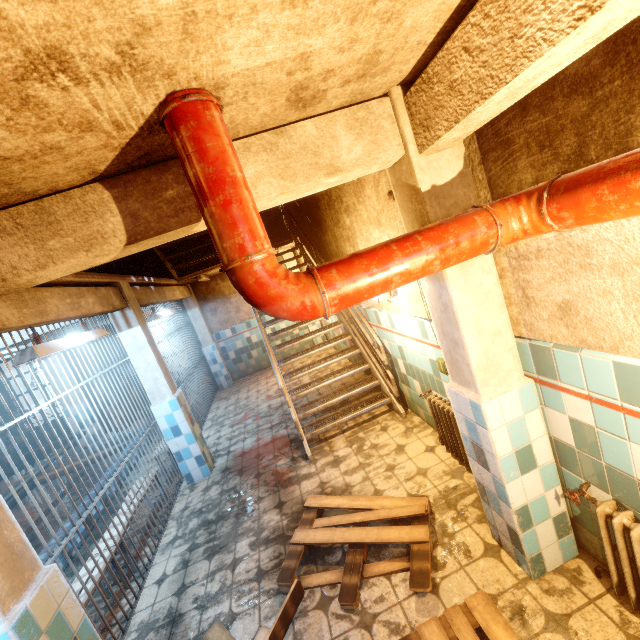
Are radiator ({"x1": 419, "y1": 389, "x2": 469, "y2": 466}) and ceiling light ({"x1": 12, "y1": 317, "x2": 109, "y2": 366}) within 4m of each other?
yes

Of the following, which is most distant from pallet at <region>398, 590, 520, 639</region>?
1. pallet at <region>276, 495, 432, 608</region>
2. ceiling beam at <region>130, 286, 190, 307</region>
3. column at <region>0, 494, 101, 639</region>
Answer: ceiling beam at <region>130, 286, 190, 307</region>

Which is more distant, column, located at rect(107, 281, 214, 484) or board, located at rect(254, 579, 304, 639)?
column, located at rect(107, 281, 214, 484)

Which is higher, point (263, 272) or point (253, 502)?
point (263, 272)

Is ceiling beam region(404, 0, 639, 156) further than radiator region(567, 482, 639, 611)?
No

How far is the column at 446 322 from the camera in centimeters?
178cm

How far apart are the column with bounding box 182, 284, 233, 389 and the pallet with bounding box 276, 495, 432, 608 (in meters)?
6.09

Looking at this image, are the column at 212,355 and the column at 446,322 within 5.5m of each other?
no
